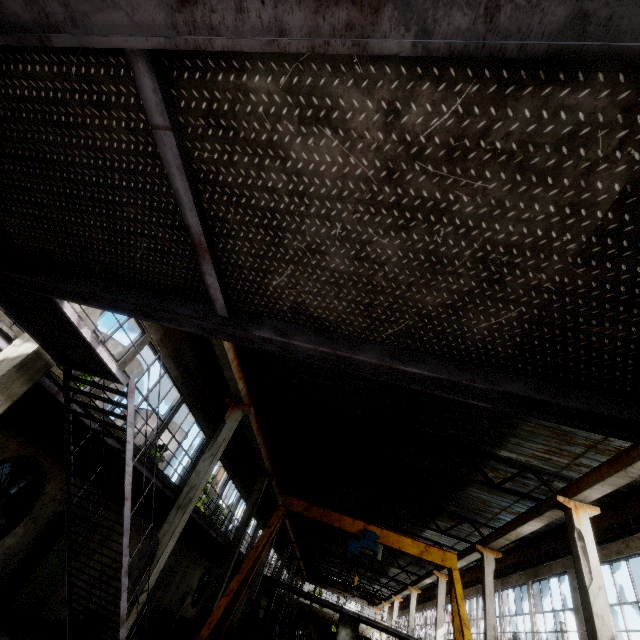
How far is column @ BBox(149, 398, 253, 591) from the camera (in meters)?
9.74

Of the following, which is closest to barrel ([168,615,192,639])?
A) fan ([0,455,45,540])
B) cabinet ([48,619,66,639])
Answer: cabinet ([48,619,66,639])

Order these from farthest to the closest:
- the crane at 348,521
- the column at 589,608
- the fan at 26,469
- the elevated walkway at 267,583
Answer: the elevated walkway at 267,583, the crane at 348,521, the column at 589,608, the fan at 26,469

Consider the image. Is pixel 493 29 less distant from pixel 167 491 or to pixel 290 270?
pixel 290 270

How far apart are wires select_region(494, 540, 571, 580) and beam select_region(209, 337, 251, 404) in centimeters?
1483cm

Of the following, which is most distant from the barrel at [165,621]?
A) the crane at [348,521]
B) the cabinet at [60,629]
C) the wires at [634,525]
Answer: the wires at [634,525]

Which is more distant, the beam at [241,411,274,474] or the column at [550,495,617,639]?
the beam at [241,411,274,474]
